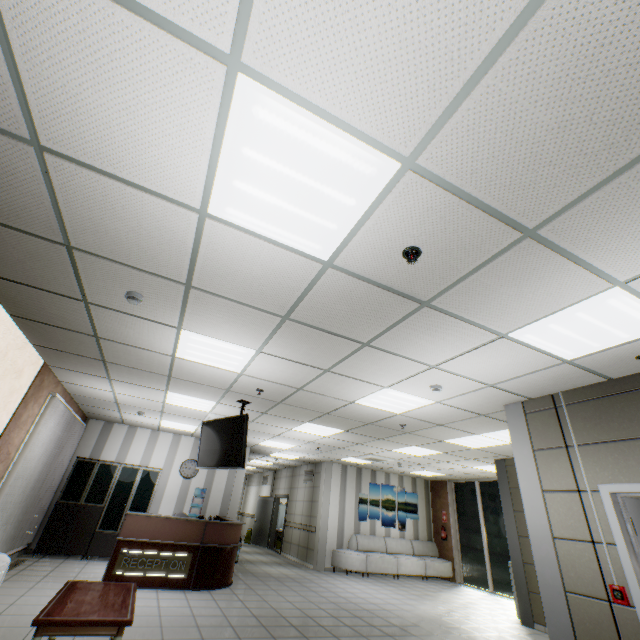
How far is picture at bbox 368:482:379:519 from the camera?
12.0m

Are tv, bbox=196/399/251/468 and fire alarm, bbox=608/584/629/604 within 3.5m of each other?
no

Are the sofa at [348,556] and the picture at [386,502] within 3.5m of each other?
yes

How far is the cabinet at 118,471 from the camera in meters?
7.9 m

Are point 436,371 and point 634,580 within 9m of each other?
yes

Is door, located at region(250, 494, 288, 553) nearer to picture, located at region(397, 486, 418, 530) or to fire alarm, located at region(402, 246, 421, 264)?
picture, located at region(397, 486, 418, 530)

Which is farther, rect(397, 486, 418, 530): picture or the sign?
rect(397, 486, 418, 530): picture

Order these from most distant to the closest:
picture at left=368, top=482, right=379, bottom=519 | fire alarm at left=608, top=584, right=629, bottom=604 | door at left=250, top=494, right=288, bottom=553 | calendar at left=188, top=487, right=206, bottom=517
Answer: door at left=250, top=494, right=288, bottom=553 → picture at left=368, top=482, right=379, bottom=519 → calendar at left=188, top=487, right=206, bottom=517 → fire alarm at left=608, top=584, right=629, bottom=604
